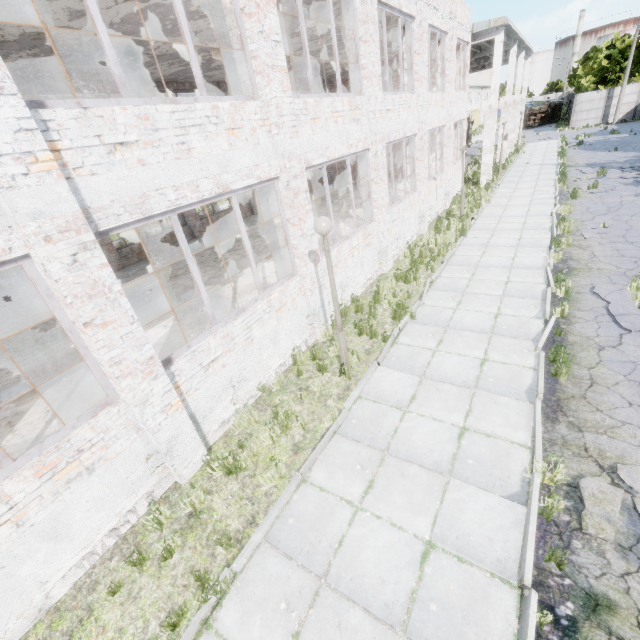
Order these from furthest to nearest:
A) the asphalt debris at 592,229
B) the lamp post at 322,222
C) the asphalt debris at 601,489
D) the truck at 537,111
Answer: the truck at 537,111 → the asphalt debris at 592,229 → the lamp post at 322,222 → the asphalt debris at 601,489

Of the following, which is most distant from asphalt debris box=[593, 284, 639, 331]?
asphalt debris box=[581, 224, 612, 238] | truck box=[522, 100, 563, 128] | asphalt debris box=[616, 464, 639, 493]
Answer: truck box=[522, 100, 563, 128]

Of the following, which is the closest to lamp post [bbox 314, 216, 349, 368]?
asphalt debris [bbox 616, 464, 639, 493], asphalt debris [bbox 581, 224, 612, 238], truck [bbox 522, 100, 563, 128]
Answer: asphalt debris [bbox 616, 464, 639, 493]

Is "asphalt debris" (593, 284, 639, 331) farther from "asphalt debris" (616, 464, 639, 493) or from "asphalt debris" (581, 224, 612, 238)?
"asphalt debris" (581, 224, 612, 238)

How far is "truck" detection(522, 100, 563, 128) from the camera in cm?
4937

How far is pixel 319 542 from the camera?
4.29m

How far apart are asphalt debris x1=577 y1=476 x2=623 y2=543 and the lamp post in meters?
4.0 m

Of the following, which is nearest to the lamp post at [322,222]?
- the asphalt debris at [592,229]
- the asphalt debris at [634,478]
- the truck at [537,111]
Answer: the asphalt debris at [634,478]
